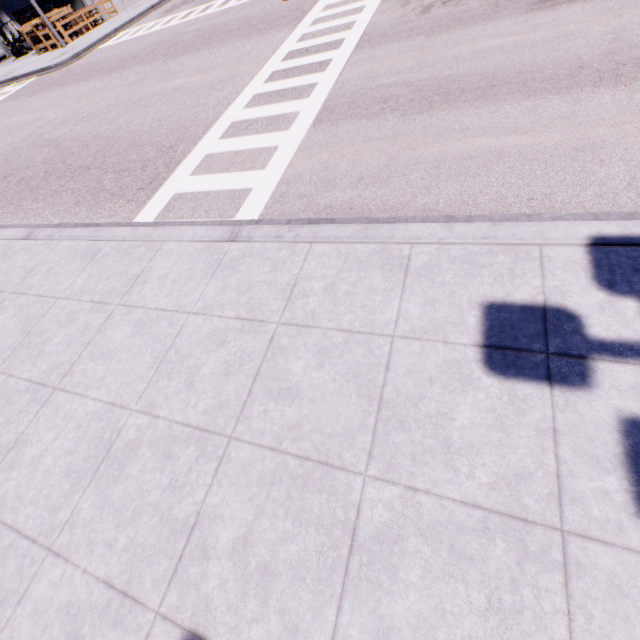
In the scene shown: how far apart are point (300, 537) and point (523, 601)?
1.4m

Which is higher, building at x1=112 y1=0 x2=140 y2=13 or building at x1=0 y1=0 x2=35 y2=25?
building at x1=0 y1=0 x2=35 y2=25

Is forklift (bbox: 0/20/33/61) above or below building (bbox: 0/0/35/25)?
below

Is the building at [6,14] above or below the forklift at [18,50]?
above

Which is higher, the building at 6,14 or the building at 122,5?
the building at 6,14
